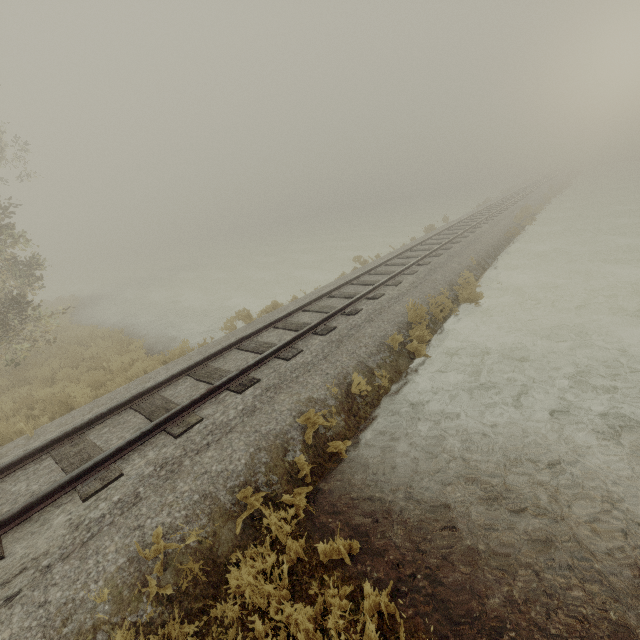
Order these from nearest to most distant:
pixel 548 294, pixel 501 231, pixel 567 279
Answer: pixel 548 294, pixel 567 279, pixel 501 231
